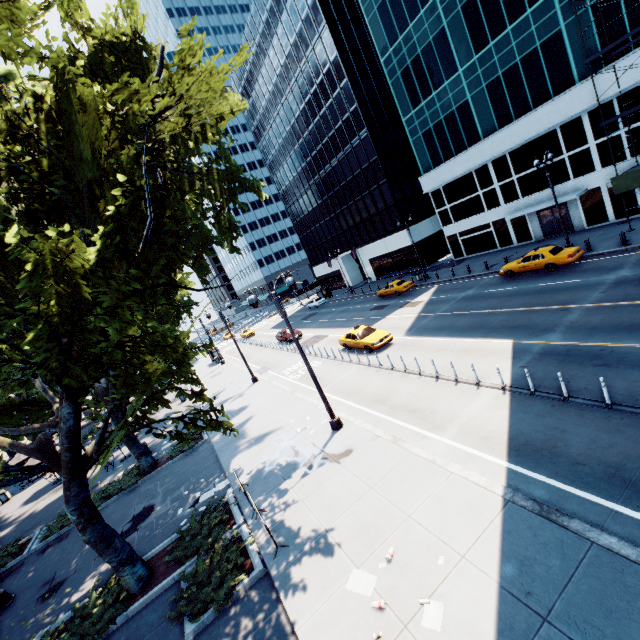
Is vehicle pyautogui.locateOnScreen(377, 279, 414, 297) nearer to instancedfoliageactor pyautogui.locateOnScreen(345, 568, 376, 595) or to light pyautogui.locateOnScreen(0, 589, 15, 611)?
instancedfoliageactor pyautogui.locateOnScreen(345, 568, 376, 595)

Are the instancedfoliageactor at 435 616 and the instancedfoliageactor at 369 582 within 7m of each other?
yes

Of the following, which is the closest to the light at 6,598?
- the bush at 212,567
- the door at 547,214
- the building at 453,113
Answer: the bush at 212,567

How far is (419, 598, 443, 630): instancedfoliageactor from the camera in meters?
6.3

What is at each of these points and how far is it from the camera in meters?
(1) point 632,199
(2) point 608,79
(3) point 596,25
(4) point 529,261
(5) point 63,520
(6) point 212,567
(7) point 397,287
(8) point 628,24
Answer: (1) building, 24.7
(2) building, 22.6
(3) building, 22.2
(4) vehicle, 23.2
(5) bush, 17.4
(6) bush, 9.7
(7) vehicle, 35.7
(8) building, 21.0

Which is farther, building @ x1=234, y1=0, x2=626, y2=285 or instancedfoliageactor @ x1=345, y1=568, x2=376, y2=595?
building @ x1=234, y1=0, x2=626, y2=285

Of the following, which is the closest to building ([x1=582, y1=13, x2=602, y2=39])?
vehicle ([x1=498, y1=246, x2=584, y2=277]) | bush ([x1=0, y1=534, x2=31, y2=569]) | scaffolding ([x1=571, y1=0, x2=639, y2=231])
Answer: scaffolding ([x1=571, y1=0, x2=639, y2=231])

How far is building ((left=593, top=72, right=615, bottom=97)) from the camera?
22.44m
